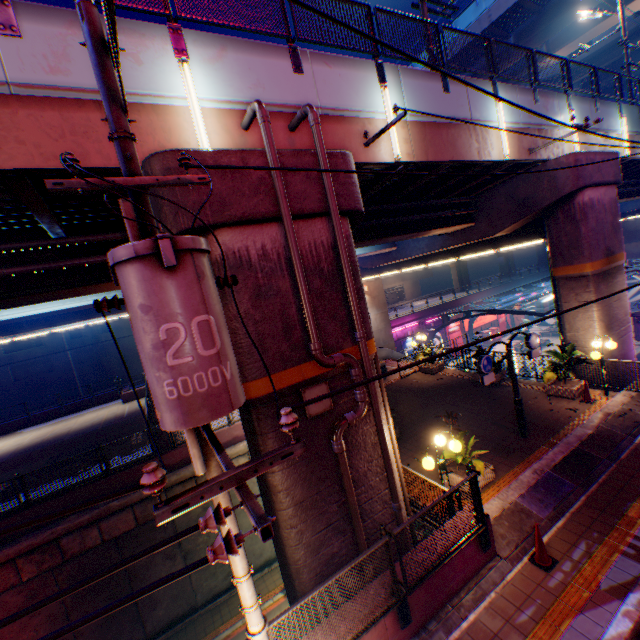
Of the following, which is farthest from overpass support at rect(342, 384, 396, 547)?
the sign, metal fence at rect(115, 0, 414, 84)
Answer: the sign

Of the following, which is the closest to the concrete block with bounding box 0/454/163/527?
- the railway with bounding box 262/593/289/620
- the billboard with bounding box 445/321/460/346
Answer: the railway with bounding box 262/593/289/620

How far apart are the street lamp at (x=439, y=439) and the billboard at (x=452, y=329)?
33.2 meters

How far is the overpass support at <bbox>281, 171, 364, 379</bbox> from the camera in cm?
636

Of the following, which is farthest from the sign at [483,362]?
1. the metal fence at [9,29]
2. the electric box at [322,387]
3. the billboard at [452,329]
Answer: the billboard at [452,329]

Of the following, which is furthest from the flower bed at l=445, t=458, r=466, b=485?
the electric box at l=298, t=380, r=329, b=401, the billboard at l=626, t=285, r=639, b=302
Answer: the billboard at l=626, t=285, r=639, b=302

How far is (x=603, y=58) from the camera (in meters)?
33.88

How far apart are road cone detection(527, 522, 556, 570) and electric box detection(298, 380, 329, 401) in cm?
479
